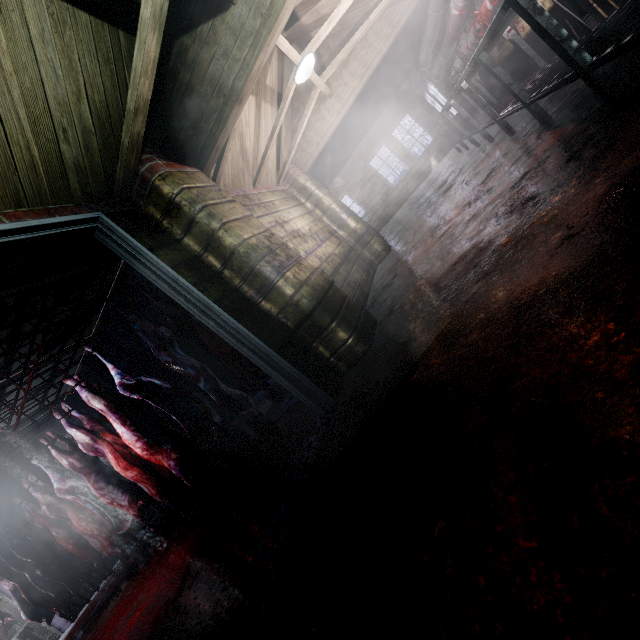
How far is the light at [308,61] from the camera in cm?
344

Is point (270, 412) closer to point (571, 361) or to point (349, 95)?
point (571, 361)

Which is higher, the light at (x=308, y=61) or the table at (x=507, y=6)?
the light at (x=308, y=61)

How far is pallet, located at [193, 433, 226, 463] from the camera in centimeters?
678cm

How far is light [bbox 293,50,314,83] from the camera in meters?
3.4 m

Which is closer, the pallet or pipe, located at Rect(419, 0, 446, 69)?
pipe, located at Rect(419, 0, 446, 69)

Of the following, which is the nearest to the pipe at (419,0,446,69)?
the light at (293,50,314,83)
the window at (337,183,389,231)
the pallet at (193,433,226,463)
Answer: the light at (293,50,314,83)

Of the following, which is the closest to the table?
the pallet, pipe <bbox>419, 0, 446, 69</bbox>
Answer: pipe <bbox>419, 0, 446, 69</bbox>
